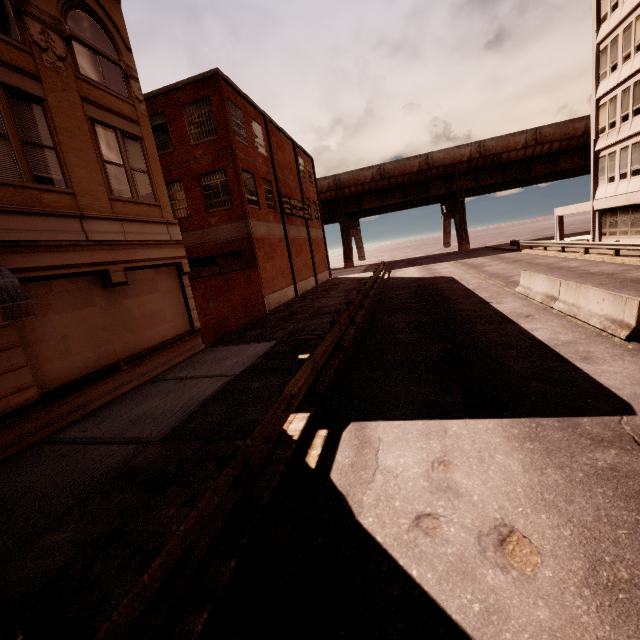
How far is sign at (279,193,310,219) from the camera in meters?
25.5

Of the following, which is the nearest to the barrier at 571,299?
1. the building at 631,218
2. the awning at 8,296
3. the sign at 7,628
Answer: the building at 631,218

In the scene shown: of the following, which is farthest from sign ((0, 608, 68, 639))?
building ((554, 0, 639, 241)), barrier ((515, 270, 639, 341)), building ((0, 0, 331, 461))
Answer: barrier ((515, 270, 639, 341))

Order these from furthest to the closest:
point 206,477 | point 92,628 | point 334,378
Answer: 1. point 334,378
2. point 206,477
3. point 92,628

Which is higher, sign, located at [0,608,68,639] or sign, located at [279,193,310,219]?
sign, located at [279,193,310,219]

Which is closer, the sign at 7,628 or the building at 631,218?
the sign at 7,628

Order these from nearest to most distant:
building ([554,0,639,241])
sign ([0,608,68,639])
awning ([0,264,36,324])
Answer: sign ([0,608,68,639]), awning ([0,264,36,324]), building ([554,0,639,241])

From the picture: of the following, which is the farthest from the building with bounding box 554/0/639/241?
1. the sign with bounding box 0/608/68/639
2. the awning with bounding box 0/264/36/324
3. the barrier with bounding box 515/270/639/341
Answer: the awning with bounding box 0/264/36/324
